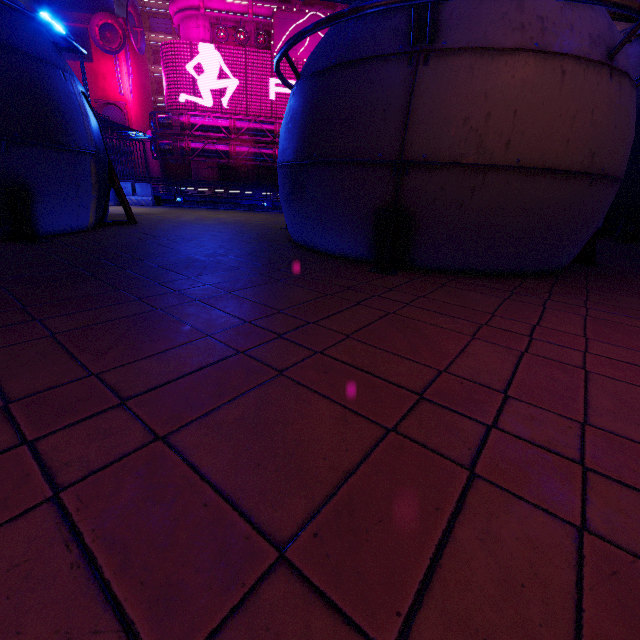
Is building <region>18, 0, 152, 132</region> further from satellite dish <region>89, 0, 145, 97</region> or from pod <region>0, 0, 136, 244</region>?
pod <region>0, 0, 136, 244</region>

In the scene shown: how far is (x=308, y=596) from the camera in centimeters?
106cm

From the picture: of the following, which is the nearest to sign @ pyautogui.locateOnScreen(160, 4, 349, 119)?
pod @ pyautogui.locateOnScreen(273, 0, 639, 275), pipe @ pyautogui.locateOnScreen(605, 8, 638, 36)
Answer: pipe @ pyautogui.locateOnScreen(605, 8, 638, 36)

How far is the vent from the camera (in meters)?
42.31

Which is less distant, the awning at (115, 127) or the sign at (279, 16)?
the awning at (115, 127)

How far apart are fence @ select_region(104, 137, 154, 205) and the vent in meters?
37.8 m

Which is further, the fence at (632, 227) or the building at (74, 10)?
the building at (74, 10)

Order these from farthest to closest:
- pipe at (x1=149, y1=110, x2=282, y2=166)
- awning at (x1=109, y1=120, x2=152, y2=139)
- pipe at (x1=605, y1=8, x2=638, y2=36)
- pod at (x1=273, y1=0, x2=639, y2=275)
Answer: pipe at (x1=149, y1=110, x2=282, y2=166) → awning at (x1=109, y1=120, x2=152, y2=139) → pipe at (x1=605, y1=8, x2=638, y2=36) → pod at (x1=273, y1=0, x2=639, y2=275)
